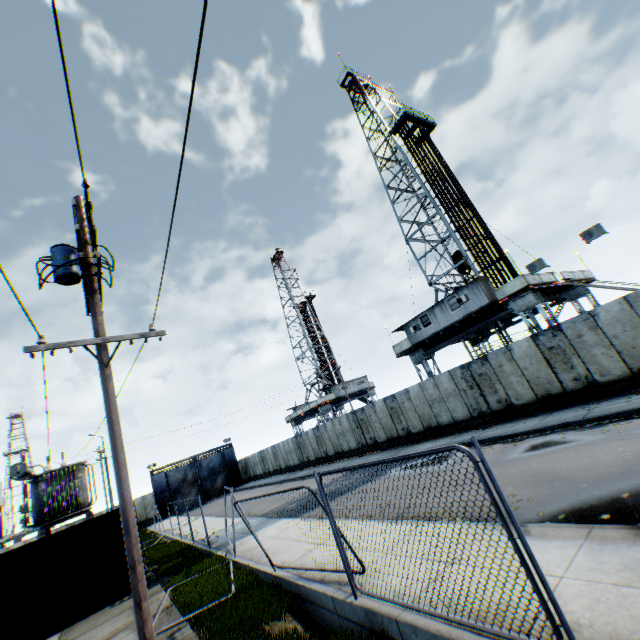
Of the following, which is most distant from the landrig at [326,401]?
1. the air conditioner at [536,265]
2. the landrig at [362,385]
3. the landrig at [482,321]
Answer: the air conditioner at [536,265]

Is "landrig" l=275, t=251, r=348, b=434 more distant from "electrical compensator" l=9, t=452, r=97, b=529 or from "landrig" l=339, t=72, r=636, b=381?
"electrical compensator" l=9, t=452, r=97, b=529

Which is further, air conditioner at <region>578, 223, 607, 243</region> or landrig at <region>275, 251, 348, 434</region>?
landrig at <region>275, 251, 348, 434</region>

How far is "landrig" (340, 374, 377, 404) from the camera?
47.3 meters

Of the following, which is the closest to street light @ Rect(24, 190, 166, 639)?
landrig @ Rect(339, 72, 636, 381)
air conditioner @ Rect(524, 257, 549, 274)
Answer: air conditioner @ Rect(524, 257, 549, 274)

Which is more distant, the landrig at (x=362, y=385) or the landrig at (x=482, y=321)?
the landrig at (x=362, y=385)

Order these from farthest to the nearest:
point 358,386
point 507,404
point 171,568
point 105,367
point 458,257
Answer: point 358,386 → point 458,257 → point 507,404 → point 171,568 → point 105,367

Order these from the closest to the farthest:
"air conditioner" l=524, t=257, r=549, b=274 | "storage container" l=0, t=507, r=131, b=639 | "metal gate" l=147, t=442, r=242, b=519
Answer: "storage container" l=0, t=507, r=131, b=639 < "air conditioner" l=524, t=257, r=549, b=274 < "metal gate" l=147, t=442, r=242, b=519
